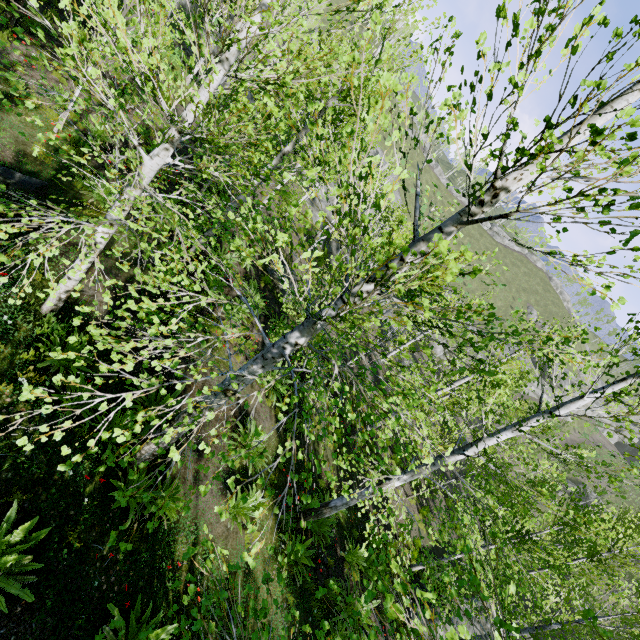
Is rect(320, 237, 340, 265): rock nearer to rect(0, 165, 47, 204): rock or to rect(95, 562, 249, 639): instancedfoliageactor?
rect(95, 562, 249, 639): instancedfoliageactor

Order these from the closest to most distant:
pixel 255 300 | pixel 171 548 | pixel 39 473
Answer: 1. pixel 39 473
2. pixel 171 548
3. pixel 255 300

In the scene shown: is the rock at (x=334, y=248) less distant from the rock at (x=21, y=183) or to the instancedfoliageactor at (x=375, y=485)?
the instancedfoliageactor at (x=375, y=485)

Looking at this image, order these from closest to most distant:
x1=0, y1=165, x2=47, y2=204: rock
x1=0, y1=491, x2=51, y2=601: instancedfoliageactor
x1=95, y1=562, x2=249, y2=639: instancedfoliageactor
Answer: x1=95, y1=562, x2=249, y2=639: instancedfoliageactor → x1=0, y1=491, x2=51, y2=601: instancedfoliageactor → x1=0, y1=165, x2=47, y2=204: rock

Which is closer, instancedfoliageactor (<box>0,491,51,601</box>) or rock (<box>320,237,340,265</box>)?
instancedfoliageactor (<box>0,491,51,601</box>)

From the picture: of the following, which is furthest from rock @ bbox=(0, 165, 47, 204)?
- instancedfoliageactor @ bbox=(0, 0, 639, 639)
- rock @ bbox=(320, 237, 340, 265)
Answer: rock @ bbox=(320, 237, 340, 265)

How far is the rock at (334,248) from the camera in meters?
31.4 m
